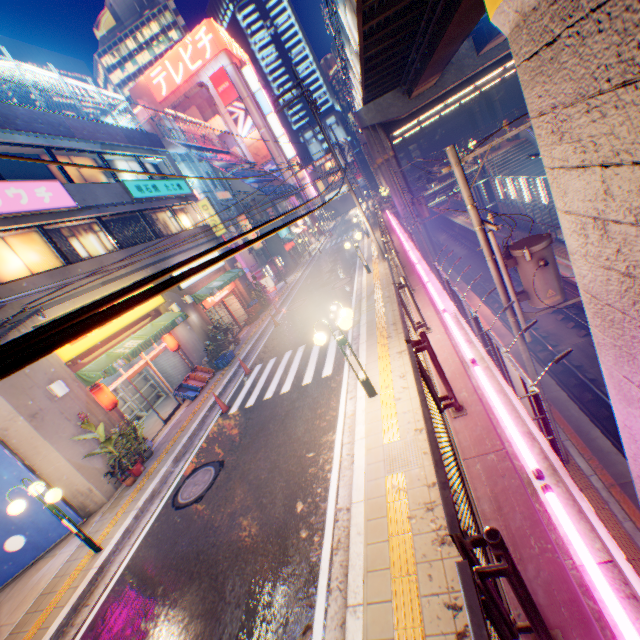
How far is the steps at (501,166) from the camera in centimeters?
2762cm

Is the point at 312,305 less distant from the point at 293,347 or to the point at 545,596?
the point at 293,347

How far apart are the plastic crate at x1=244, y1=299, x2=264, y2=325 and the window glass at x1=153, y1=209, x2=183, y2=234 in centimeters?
572cm

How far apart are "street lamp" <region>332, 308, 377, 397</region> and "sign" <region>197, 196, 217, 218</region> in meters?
17.0

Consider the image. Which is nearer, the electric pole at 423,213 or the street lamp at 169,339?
the street lamp at 169,339

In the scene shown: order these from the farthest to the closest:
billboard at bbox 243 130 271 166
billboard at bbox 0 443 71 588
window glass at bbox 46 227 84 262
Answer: billboard at bbox 243 130 271 166
window glass at bbox 46 227 84 262
billboard at bbox 0 443 71 588

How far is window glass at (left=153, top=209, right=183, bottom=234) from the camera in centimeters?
1805cm

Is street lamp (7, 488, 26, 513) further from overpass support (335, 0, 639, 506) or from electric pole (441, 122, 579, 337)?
electric pole (441, 122, 579, 337)
